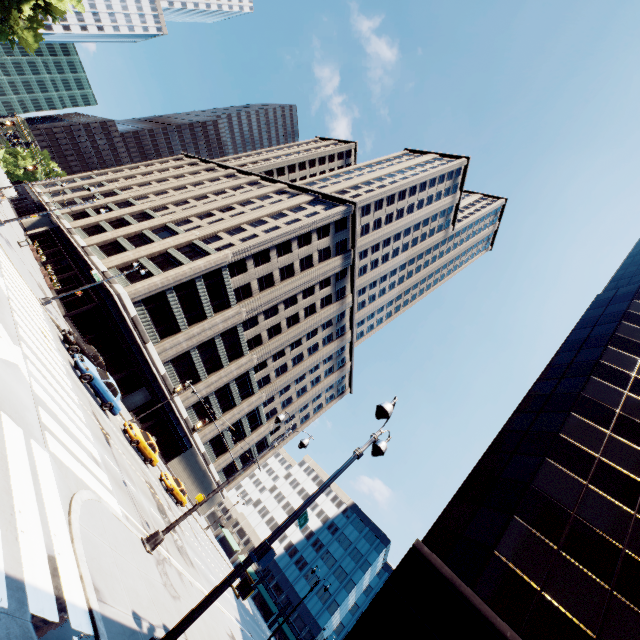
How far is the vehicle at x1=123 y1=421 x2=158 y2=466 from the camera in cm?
2605

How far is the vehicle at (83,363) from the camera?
20.69m

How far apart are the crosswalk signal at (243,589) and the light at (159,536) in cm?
732

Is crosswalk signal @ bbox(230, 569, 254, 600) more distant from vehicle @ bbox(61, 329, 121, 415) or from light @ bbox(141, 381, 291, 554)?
vehicle @ bbox(61, 329, 121, 415)

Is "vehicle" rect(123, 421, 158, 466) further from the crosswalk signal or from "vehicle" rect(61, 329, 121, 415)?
the crosswalk signal

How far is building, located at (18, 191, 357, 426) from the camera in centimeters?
3794cm

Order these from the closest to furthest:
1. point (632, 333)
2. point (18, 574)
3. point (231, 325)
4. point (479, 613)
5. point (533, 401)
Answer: point (18, 574), point (479, 613), point (533, 401), point (632, 333), point (231, 325)
